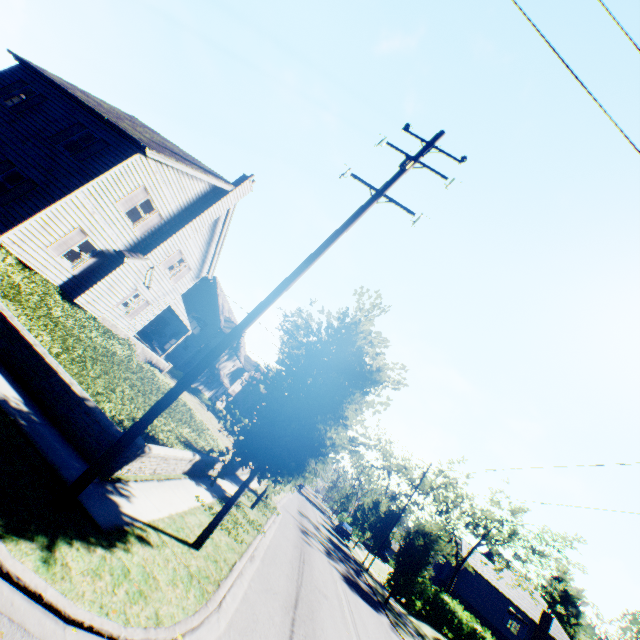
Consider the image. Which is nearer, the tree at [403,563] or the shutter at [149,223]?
the shutter at [149,223]

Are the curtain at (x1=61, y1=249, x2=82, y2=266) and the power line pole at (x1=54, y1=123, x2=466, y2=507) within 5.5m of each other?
no

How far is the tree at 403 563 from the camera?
22.4m

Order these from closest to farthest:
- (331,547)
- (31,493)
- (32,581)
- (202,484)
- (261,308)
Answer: (32,581) → (31,493) → (261,308) → (202,484) → (331,547)

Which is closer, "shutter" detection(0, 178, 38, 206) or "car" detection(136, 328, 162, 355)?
"shutter" detection(0, 178, 38, 206)

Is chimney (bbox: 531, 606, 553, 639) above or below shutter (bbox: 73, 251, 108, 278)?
above

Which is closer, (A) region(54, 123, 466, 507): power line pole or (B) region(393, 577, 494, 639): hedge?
(A) region(54, 123, 466, 507): power line pole

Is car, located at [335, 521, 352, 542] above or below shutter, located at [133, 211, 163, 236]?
below
